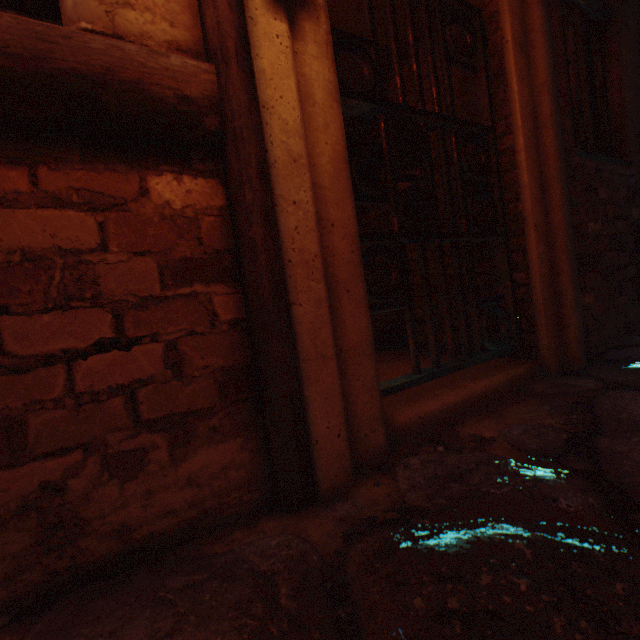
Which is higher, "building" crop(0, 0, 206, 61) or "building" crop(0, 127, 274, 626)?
"building" crop(0, 0, 206, 61)

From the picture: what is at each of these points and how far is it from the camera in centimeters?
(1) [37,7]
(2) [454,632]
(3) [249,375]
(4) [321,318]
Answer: (1) building, 91cm
(2) ground stones, 58cm
(3) building, 108cm
(4) building, 110cm

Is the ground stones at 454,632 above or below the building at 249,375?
below

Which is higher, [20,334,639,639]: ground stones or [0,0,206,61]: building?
[0,0,206,61]: building
